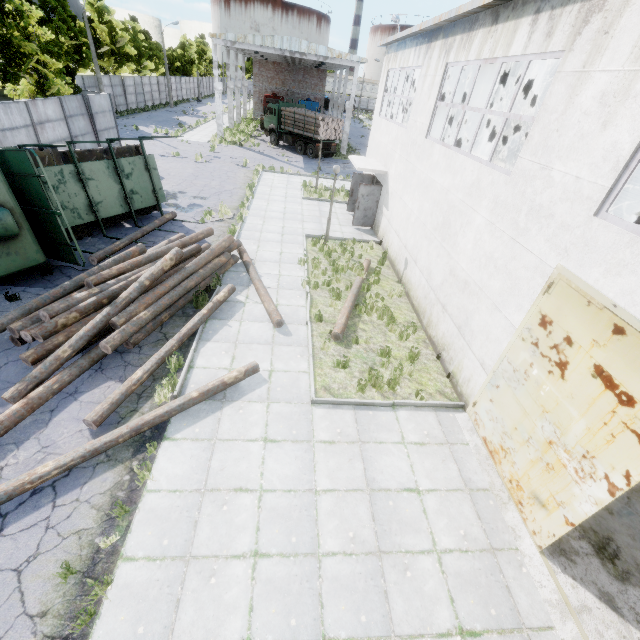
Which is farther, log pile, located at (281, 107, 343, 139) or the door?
log pile, located at (281, 107, 343, 139)

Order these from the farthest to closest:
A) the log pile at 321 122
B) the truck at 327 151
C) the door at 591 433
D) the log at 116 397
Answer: the truck at 327 151, the log pile at 321 122, the log at 116 397, the door at 591 433

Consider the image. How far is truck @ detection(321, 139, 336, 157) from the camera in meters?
30.4

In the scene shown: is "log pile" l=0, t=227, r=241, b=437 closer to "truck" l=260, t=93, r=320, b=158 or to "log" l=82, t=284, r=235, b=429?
"log" l=82, t=284, r=235, b=429

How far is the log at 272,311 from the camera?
9.51m

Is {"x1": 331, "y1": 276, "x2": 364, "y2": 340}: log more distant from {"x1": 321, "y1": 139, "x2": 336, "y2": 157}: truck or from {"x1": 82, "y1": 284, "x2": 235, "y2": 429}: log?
{"x1": 321, "y1": 139, "x2": 336, "y2": 157}: truck

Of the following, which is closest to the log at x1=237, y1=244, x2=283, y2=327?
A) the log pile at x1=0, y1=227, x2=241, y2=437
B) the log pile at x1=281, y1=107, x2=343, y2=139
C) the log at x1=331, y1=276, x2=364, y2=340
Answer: the log pile at x1=0, y1=227, x2=241, y2=437

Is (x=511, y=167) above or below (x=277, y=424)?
above
